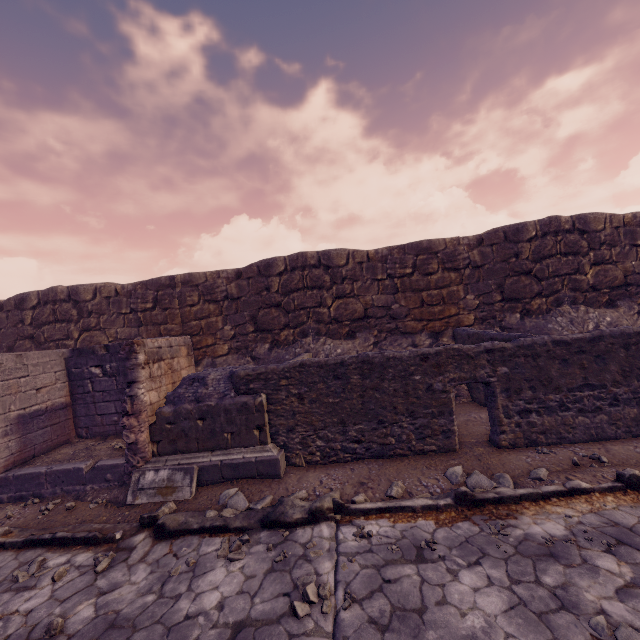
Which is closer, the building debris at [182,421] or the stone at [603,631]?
the stone at [603,631]

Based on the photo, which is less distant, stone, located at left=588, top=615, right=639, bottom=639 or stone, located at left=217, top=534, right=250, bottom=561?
stone, located at left=588, top=615, right=639, bottom=639

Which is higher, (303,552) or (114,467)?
(114,467)

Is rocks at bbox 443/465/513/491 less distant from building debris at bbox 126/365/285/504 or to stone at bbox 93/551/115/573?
building debris at bbox 126/365/285/504

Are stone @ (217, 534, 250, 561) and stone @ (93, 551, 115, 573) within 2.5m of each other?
yes

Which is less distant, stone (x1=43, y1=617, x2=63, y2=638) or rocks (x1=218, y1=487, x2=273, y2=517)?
stone (x1=43, y1=617, x2=63, y2=638)

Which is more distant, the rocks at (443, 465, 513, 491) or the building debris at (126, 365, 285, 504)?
the building debris at (126, 365, 285, 504)

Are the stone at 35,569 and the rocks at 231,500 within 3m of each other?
yes
